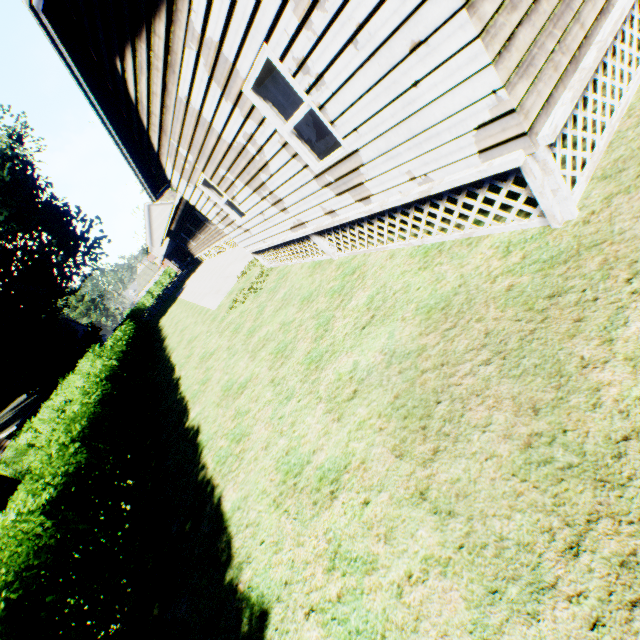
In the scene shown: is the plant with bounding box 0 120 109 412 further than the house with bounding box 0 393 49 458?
No

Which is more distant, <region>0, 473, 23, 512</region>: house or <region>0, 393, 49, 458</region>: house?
<region>0, 393, 49, 458</region>: house

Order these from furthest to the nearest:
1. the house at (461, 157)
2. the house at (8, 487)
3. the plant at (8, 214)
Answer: the plant at (8, 214) < the house at (8, 487) < the house at (461, 157)

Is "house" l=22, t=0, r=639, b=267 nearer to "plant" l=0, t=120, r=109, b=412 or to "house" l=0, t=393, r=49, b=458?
"plant" l=0, t=120, r=109, b=412

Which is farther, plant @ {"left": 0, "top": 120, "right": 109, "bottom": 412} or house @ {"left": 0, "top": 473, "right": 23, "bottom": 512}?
plant @ {"left": 0, "top": 120, "right": 109, "bottom": 412}

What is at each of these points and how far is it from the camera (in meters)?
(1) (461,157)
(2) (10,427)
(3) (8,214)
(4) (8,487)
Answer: (1) house, 3.60
(2) house, 24.80
(3) plant, 21.62
(4) house, 10.54

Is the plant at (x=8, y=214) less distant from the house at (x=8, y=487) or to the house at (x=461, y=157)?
the house at (x=8, y=487)

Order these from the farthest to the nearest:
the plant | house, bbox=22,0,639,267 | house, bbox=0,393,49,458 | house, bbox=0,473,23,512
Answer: house, bbox=0,393,49,458 → the plant → house, bbox=0,473,23,512 → house, bbox=22,0,639,267
